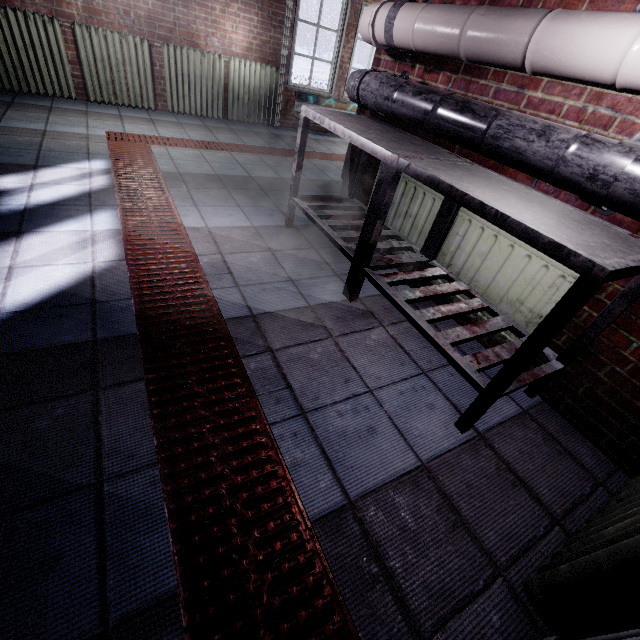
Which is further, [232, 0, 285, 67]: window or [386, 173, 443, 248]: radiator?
[232, 0, 285, 67]: window

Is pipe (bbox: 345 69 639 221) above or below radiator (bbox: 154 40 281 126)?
above

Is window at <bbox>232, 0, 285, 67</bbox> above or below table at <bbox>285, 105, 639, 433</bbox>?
above

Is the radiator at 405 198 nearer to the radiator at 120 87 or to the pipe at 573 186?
the pipe at 573 186

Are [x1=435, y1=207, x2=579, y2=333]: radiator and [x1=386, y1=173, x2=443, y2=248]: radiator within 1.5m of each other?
yes

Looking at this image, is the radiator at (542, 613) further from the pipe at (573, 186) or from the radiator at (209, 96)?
A: the radiator at (209, 96)

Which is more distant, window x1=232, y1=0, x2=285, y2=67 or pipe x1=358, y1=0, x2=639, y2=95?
window x1=232, y1=0, x2=285, y2=67

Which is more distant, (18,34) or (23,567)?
(18,34)
